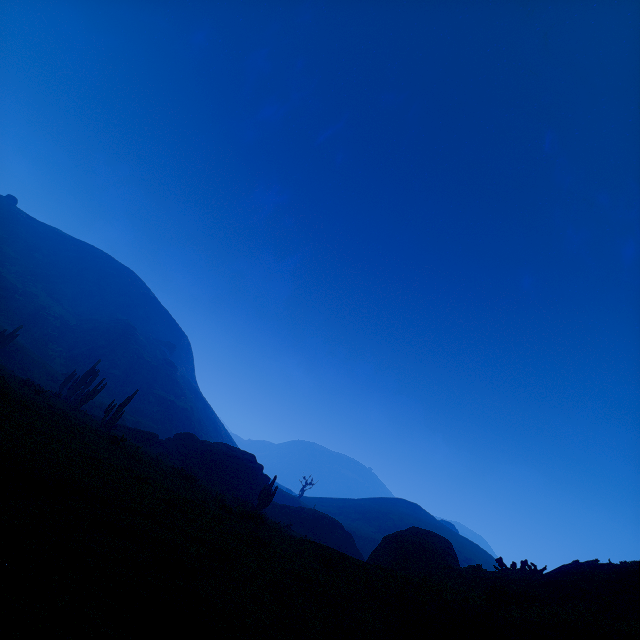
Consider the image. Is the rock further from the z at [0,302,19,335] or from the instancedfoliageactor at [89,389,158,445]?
the z at [0,302,19,335]

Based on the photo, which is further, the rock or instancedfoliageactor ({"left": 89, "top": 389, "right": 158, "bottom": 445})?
the rock

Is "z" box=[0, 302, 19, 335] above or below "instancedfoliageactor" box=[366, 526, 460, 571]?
above

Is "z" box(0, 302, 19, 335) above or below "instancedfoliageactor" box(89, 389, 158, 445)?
above

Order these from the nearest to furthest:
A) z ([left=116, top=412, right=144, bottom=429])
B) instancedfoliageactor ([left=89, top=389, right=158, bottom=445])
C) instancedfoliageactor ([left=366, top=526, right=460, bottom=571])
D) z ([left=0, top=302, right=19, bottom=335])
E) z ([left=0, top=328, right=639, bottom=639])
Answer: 1. z ([left=0, top=328, right=639, bottom=639])
2. instancedfoliageactor ([left=366, top=526, right=460, bottom=571])
3. instancedfoliageactor ([left=89, top=389, right=158, bottom=445])
4. z ([left=116, top=412, right=144, bottom=429])
5. z ([left=0, top=302, right=19, bottom=335])

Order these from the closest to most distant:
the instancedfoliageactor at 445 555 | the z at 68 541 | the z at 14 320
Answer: the z at 68 541 → the instancedfoliageactor at 445 555 → the z at 14 320

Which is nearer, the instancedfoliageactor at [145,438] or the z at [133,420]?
the instancedfoliageactor at [145,438]

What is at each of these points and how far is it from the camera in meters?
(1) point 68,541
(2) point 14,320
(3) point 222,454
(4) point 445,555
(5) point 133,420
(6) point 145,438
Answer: (1) z, 2.8
(2) z, 59.4
(3) rock, 37.0
(4) instancedfoliageactor, 19.2
(5) z, 57.8
(6) instancedfoliageactor, 35.0
